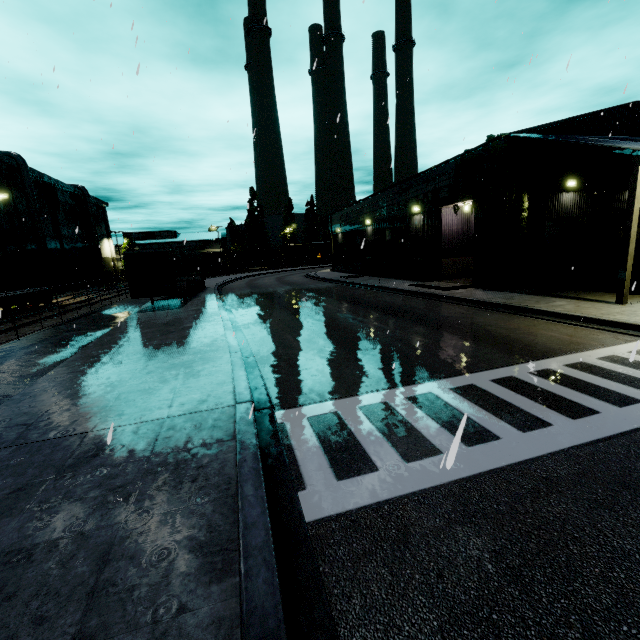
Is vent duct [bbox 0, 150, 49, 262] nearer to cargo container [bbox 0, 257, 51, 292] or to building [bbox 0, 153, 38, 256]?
building [bbox 0, 153, 38, 256]

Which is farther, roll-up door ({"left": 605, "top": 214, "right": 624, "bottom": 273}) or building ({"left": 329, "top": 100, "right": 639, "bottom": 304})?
roll-up door ({"left": 605, "top": 214, "right": 624, "bottom": 273})

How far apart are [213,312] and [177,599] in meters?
15.9

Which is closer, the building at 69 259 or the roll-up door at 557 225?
the roll-up door at 557 225

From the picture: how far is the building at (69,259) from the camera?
42.75m

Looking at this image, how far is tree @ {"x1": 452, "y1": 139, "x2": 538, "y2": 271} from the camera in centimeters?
1645cm

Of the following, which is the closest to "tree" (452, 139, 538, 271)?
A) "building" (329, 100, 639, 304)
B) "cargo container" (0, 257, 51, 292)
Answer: "building" (329, 100, 639, 304)

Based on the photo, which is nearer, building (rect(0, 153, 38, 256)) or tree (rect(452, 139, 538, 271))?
tree (rect(452, 139, 538, 271))
